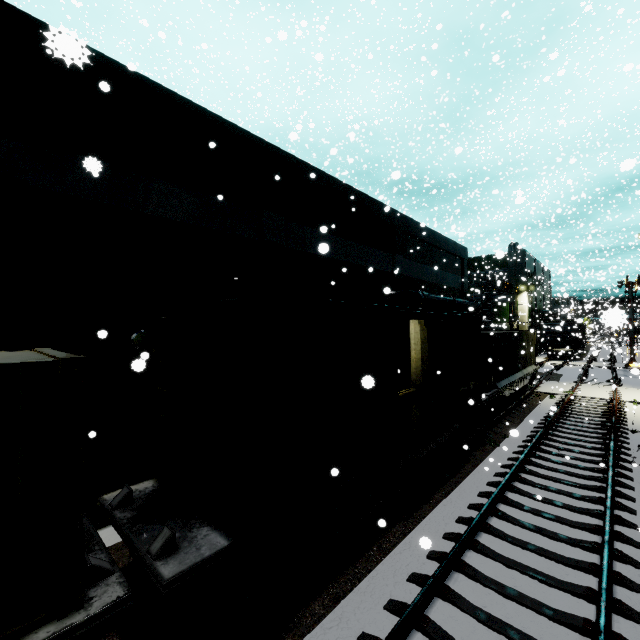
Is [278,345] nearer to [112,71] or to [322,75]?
[112,71]

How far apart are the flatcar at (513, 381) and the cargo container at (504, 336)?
0.0 meters

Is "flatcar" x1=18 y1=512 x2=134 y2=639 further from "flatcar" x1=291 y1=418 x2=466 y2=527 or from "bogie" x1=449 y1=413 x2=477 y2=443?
"bogie" x1=449 y1=413 x2=477 y2=443

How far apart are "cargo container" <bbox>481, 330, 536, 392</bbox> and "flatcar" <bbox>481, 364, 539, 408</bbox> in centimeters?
0cm

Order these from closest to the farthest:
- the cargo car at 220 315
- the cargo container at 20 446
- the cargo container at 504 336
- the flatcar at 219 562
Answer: the cargo container at 20 446, the flatcar at 219 562, the cargo car at 220 315, the cargo container at 504 336

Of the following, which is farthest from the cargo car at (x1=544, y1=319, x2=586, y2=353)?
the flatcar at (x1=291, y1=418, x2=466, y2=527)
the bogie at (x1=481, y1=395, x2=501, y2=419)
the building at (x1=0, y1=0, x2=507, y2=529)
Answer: the bogie at (x1=481, y1=395, x2=501, y2=419)

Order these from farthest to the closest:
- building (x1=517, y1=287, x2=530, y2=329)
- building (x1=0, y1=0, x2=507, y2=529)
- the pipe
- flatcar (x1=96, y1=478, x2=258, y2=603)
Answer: building (x1=517, y1=287, x2=530, y2=329) < the pipe < building (x1=0, y1=0, x2=507, y2=529) < flatcar (x1=96, y1=478, x2=258, y2=603)

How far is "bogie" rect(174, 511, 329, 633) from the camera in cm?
430
